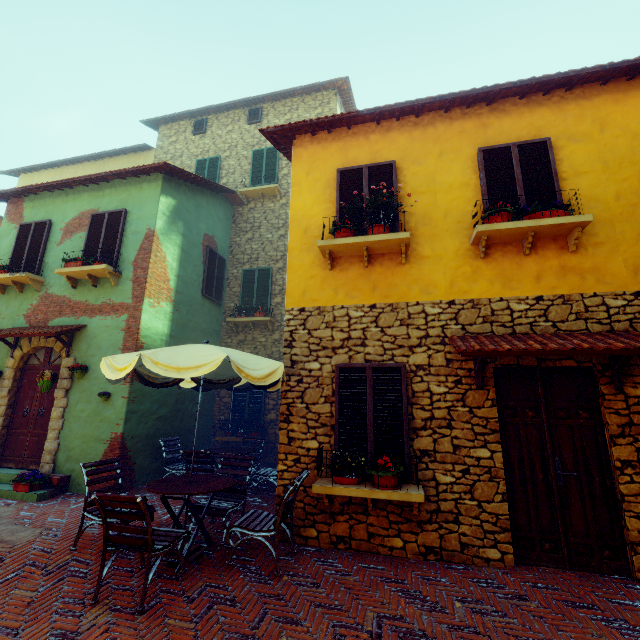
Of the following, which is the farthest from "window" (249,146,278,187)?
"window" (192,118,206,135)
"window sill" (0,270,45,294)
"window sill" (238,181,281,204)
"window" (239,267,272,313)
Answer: "window sill" (0,270,45,294)

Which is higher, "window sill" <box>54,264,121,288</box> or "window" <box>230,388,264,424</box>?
"window sill" <box>54,264,121,288</box>

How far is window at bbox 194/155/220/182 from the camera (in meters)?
12.59

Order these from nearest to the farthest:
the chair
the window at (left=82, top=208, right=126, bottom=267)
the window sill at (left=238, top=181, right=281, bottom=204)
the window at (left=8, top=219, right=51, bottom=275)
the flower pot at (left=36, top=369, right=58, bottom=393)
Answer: the chair, the flower pot at (left=36, top=369, right=58, bottom=393), the window at (left=82, top=208, right=126, bottom=267), the window at (left=8, top=219, right=51, bottom=275), the window sill at (left=238, top=181, right=281, bottom=204)

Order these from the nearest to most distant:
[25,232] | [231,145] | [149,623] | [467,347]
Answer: [149,623] → [467,347] → [25,232] → [231,145]

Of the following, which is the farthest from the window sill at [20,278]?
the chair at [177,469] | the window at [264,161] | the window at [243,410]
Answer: the window at [264,161]

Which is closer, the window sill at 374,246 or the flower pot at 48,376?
the window sill at 374,246

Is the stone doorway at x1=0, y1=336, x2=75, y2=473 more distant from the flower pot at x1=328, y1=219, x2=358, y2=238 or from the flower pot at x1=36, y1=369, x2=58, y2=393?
the flower pot at x1=328, y1=219, x2=358, y2=238
